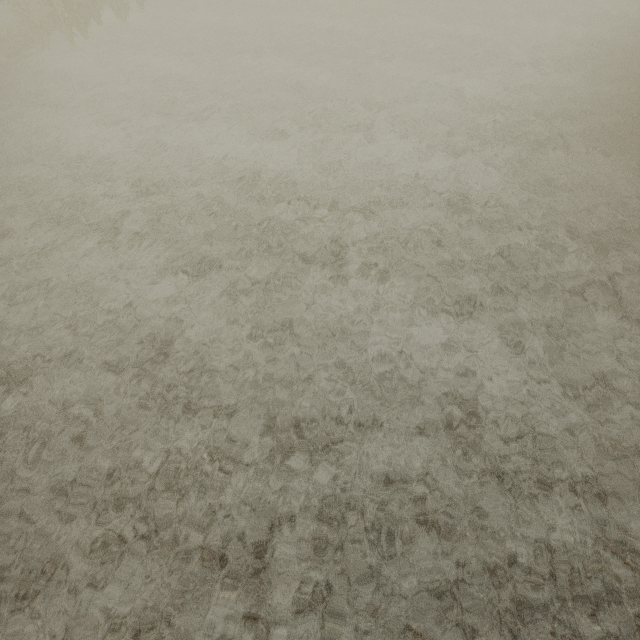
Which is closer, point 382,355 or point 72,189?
point 382,355

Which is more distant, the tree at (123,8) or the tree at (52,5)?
the tree at (123,8)

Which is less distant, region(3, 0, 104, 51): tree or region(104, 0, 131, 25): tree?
region(3, 0, 104, 51): tree
